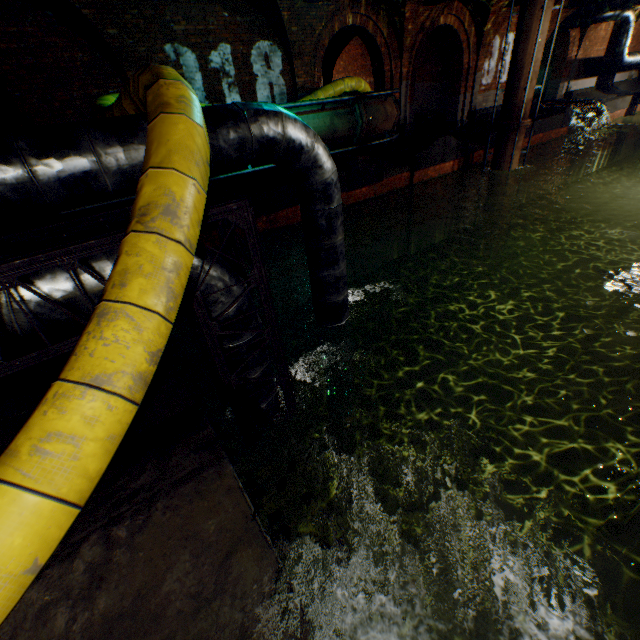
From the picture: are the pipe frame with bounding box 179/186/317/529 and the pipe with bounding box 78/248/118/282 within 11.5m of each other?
yes

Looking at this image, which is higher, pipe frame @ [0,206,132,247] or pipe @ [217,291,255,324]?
pipe frame @ [0,206,132,247]

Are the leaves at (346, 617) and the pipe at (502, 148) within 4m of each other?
no

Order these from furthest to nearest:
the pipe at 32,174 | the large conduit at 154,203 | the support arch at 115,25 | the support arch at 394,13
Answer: the support arch at 394,13 → the support arch at 115,25 → the pipe at 32,174 → the large conduit at 154,203

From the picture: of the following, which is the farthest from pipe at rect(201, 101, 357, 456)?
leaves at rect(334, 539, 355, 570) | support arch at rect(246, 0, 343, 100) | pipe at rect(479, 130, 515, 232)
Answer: pipe at rect(479, 130, 515, 232)

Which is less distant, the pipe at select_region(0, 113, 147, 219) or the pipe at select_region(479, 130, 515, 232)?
the pipe at select_region(0, 113, 147, 219)

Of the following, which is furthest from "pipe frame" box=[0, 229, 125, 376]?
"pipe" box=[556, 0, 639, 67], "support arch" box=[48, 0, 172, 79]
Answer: "pipe" box=[556, 0, 639, 67]

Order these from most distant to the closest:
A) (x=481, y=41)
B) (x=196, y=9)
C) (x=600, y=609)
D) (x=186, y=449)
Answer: (x=481, y=41), (x=196, y=9), (x=600, y=609), (x=186, y=449)
